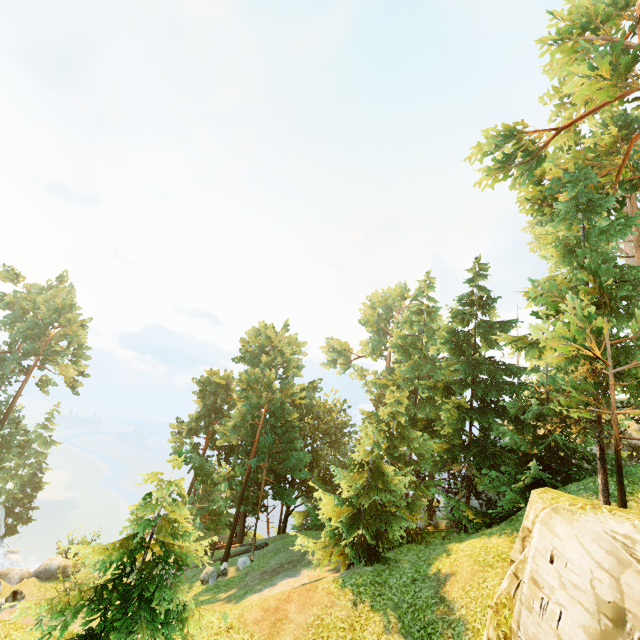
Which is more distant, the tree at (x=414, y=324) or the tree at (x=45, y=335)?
the tree at (x=45, y=335)

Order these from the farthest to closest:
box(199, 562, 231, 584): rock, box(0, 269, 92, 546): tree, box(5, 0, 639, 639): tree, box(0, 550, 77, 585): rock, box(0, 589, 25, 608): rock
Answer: box(0, 269, 92, 546): tree
box(0, 550, 77, 585): rock
box(199, 562, 231, 584): rock
box(0, 589, 25, 608): rock
box(5, 0, 639, 639): tree

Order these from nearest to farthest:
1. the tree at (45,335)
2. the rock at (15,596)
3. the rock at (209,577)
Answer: the rock at (15,596), the rock at (209,577), the tree at (45,335)

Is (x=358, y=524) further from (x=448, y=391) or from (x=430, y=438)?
(x=448, y=391)

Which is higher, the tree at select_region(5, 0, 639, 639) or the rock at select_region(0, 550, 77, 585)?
the tree at select_region(5, 0, 639, 639)

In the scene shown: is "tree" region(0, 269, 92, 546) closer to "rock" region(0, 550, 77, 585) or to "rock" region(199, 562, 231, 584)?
"rock" region(199, 562, 231, 584)

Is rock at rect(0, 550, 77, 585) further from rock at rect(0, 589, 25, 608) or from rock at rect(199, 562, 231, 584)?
rock at rect(199, 562, 231, 584)
